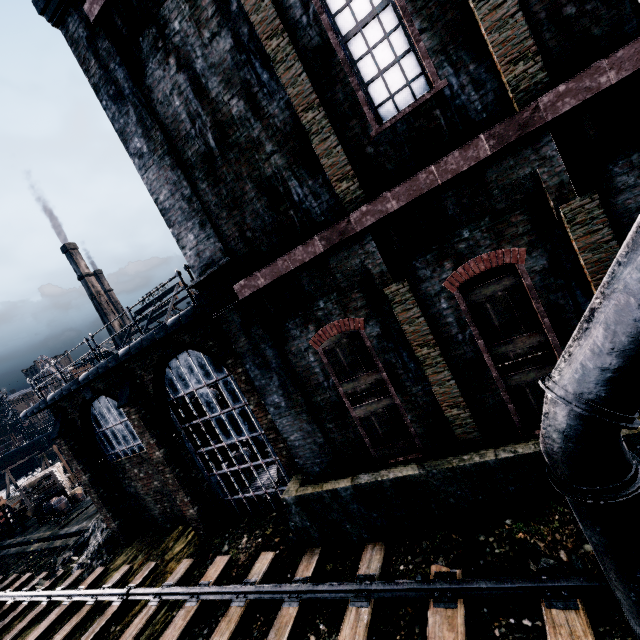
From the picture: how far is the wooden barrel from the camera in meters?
26.0 m

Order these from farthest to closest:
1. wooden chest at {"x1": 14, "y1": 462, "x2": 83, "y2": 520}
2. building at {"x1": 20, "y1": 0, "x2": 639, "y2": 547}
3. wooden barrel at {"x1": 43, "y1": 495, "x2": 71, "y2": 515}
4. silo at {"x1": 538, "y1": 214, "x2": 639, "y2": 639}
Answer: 1. wooden chest at {"x1": 14, "y1": 462, "x2": 83, "y2": 520}
2. wooden barrel at {"x1": 43, "y1": 495, "x2": 71, "y2": 515}
3. building at {"x1": 20, "y1": 0, "x2": 639, "y2": 547}
4. silo at {"x1": 538, "y1": 214, "x2": 639, "y2": 639}

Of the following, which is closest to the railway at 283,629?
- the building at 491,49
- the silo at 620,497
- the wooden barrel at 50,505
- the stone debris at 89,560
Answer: the silo at 620,497

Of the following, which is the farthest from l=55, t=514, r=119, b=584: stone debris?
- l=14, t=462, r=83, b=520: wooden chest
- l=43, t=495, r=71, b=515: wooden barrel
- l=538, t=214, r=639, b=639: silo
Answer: l=538, t=214, r=639, b=639: silo

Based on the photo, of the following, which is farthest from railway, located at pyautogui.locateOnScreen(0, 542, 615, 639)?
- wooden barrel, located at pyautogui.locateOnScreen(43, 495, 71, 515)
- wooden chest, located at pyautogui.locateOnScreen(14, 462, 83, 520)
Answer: wooden chest, located at pyautogui.locateOnScreen(14, 462, 83, 520)

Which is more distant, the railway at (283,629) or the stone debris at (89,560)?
the stone debris at (89,560)

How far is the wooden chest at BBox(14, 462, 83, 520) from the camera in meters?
26.7 m

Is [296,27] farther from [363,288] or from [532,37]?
[363,288]
